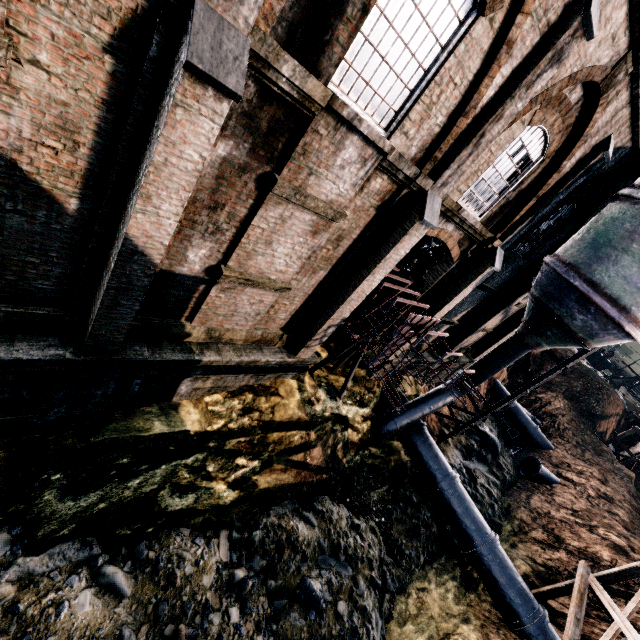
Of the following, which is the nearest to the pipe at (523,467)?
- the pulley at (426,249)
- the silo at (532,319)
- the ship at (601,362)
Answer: the silo at (532,319)

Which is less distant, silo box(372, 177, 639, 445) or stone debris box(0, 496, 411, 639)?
stone debris box(0, 496, 411, 639)

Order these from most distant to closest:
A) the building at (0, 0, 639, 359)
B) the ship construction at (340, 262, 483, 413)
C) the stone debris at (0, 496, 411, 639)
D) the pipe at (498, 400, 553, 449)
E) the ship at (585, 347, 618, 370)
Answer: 1. the ship at (585, 347, 618, 370)
2. the pipe at (498, 400, 553, 449)
3. the ship construction at (340, 262, 483, 413)
4. the stone debris at (0, 496, 411, 639)
5. the building at (0, 0, 639, 359)

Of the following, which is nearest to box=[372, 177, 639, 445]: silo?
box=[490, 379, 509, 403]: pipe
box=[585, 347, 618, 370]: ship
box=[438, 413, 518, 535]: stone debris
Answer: box=[438, 413, 518, 535]: stone debris

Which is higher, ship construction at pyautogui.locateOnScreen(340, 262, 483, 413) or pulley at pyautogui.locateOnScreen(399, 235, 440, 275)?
pulley at pyautogui.locateOnScreen(399, 235, 440, 275)

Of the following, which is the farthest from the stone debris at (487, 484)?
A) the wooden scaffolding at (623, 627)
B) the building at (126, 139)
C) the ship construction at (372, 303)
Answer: the ship construction at (372, 303)

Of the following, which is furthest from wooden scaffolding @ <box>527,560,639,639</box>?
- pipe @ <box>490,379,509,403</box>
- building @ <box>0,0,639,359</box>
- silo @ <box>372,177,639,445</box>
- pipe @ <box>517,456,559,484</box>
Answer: pipe @ <box>490,379,509,403</box>

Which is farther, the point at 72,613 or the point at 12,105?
the point at 72,613
